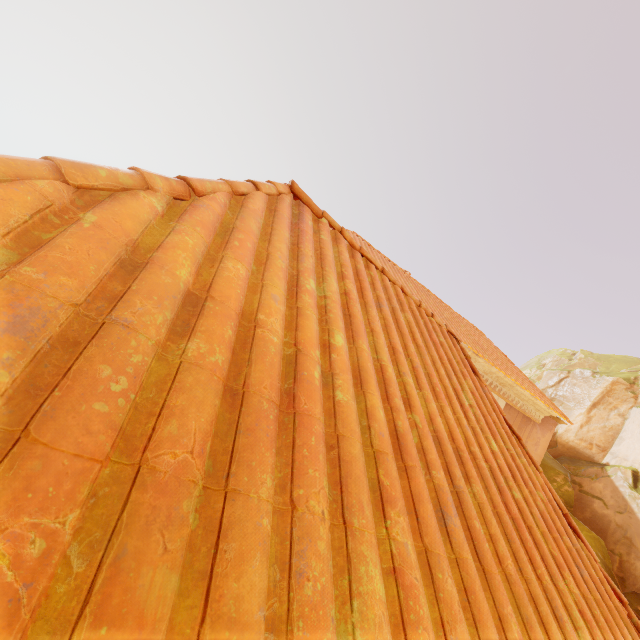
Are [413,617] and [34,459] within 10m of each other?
yes
